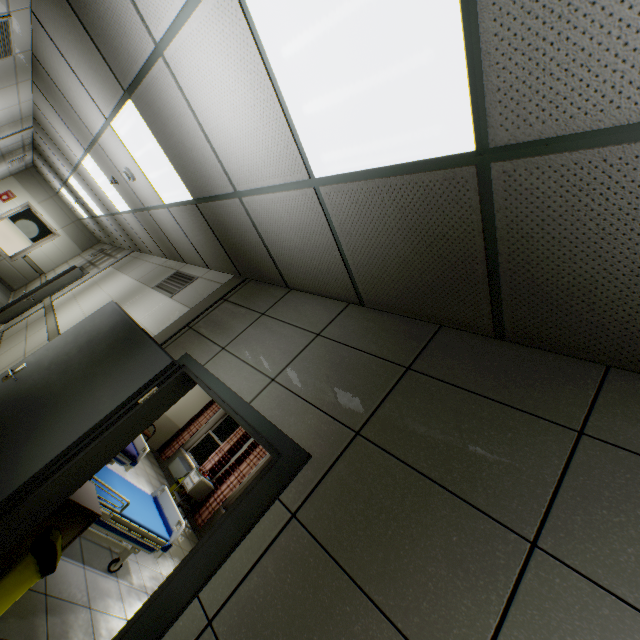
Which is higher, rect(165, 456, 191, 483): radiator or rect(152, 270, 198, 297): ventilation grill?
rect(152, 270, 198, 297): ventilation grill

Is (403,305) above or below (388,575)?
above

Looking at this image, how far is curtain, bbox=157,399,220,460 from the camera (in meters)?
9.27

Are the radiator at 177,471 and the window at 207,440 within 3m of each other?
yes

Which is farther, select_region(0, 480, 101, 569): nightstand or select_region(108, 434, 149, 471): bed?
select_region(108, 434, 149, 471): bed

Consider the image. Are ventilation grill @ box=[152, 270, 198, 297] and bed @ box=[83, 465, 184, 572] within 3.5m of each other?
yes

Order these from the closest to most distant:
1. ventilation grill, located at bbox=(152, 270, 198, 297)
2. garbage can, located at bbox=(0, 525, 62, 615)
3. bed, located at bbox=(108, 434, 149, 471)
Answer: garbage can, located at bbox=(0, 525, 62, 615)
ventilation grill, located at bbox=(152, 270, 198, 297)
bed, located at bbox=(108, 434, 149, 471)

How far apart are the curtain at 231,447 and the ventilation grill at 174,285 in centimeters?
480cm
